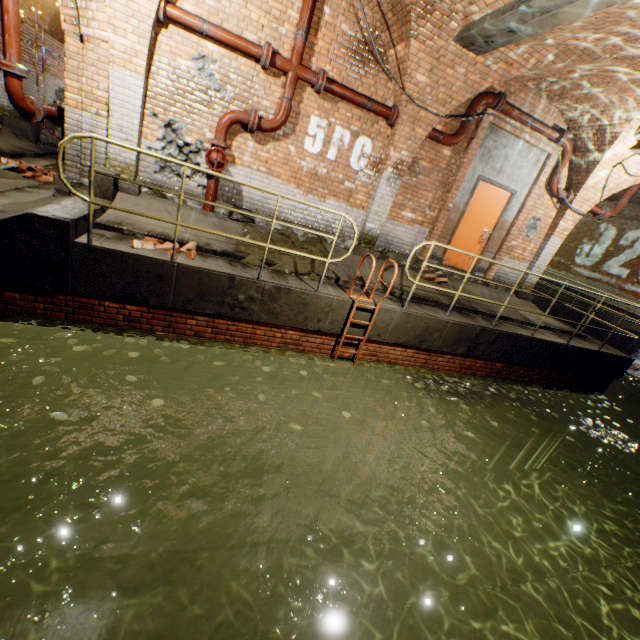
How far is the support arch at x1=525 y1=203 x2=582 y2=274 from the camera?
8.5m

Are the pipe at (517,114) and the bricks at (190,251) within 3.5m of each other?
Result: no

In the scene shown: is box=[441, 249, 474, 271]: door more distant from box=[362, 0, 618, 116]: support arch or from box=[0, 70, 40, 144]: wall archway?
box=[0, 70, 40, 144]: wall archway

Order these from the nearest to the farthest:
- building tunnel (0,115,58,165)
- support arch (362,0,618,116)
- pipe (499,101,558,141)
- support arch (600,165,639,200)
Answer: support arch (362,0,618,116)
pipe (499,101,558,141)
support arch (600,165,639,200)
building tunnel (0,115,58,165)

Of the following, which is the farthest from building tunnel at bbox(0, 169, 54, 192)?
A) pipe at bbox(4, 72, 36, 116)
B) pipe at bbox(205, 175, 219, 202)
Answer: pipe at bbox(205, 175, 219, 202)

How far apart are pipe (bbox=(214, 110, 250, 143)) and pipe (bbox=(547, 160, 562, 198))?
7.1m

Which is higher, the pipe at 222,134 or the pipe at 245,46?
the pipe at 245,46

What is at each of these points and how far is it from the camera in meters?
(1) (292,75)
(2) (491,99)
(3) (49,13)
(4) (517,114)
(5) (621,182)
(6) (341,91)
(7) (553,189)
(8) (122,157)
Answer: (1) pipe, 5.6 m
(2) pipe, 6.7 m
(3) building tunnel, 10.3 m
(4) pipe, 7.0 m
(5) support arch, 7.9 m
(6) pipe, 5.9 m
(7) pipe, 8.1 m
(8) support arch, 5.5 m
